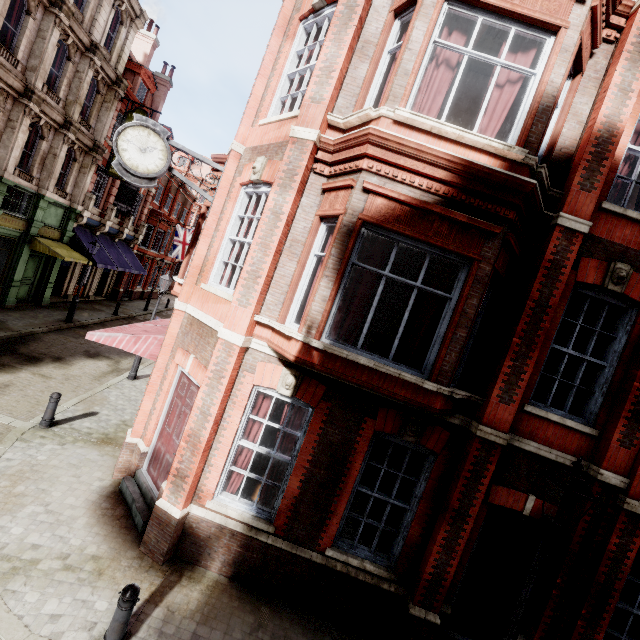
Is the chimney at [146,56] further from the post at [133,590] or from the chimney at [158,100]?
the post at [133,590]

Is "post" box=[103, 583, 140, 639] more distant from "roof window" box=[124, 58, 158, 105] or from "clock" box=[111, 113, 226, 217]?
"roof window" box=[124, 58, 158, 105]

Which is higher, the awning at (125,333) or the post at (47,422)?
the awning at (125,333)

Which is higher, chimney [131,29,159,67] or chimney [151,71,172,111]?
chimney [131,29,159,67]

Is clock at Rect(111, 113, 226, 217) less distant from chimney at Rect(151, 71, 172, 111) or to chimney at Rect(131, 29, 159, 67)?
chimney at Rect(151, 71, 172, 111)

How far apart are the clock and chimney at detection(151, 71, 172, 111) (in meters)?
24.21

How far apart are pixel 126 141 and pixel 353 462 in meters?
8.0 m

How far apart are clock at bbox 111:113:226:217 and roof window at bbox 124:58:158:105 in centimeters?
2017cm
